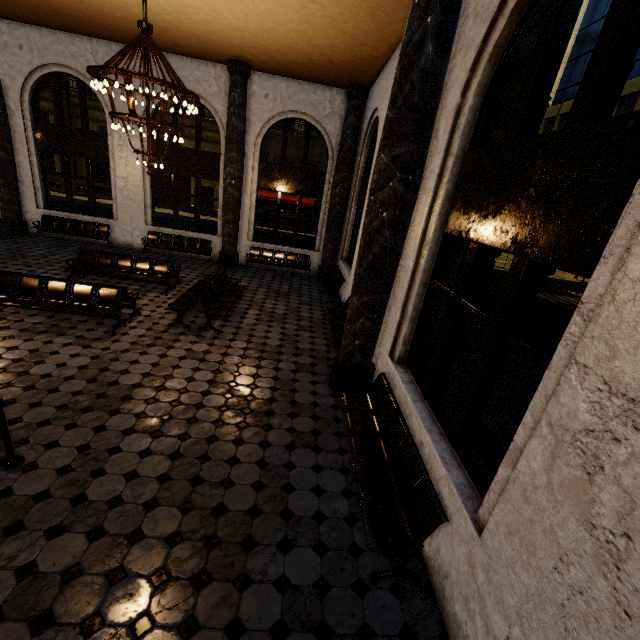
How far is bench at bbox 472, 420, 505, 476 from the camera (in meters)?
3.93

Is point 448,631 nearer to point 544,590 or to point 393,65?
point 544,590

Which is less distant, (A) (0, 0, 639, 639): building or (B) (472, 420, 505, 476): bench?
(A) (0, 0, 639, 639): building

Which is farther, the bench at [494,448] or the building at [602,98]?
the bench at [494,448]

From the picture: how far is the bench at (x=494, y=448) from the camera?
3.9m
